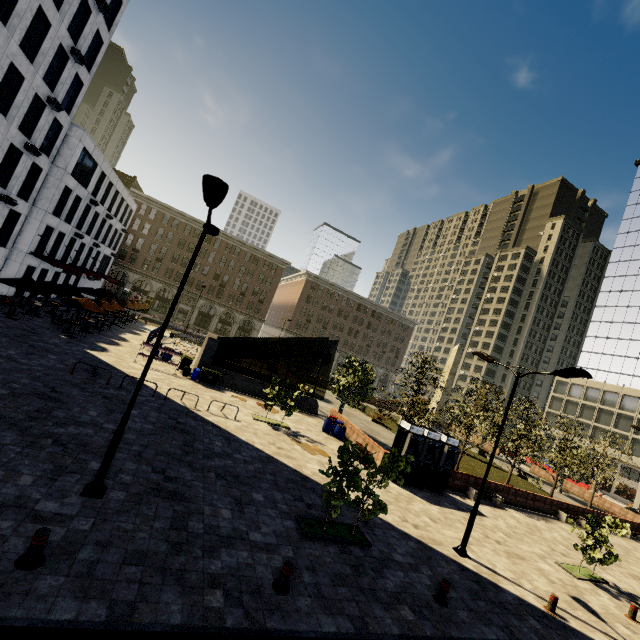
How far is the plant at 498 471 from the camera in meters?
28.9 m

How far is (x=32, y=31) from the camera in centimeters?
2017cm

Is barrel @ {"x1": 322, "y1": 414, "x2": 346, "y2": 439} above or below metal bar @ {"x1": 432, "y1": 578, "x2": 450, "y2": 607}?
above

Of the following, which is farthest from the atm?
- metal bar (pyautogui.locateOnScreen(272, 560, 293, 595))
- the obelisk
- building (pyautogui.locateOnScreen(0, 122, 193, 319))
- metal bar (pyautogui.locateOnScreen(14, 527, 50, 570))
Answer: the obelisk

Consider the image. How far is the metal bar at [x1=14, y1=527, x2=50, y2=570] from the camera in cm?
568

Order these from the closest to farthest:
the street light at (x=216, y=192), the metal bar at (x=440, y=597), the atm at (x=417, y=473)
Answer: the street light at (x=216, y=192), the metal bar at (x=440, y=597), the atm at (x=417, y=473)

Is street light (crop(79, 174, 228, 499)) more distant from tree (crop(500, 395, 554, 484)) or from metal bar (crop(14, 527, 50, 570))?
tree (crop(500, 395, 554, 484))

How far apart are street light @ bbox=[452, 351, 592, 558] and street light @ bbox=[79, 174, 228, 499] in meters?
12.4
